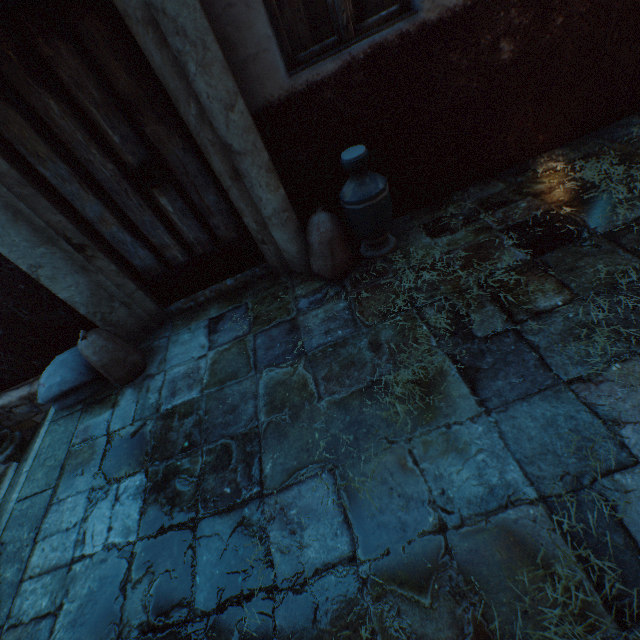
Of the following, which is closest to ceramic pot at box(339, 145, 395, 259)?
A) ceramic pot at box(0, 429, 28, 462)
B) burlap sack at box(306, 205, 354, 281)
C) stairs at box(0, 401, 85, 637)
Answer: burlap sack at box(306, 205, 354, 281)

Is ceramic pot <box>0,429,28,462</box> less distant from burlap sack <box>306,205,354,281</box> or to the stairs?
the stairs

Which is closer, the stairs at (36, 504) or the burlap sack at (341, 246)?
the stairs at (36, 504)

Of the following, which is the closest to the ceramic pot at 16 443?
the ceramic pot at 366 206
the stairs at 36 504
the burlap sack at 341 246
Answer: the stairs at 36 504

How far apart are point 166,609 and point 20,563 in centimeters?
137cm

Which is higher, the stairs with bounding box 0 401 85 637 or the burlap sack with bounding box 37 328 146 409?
the burlap sack with bounding box 37 328 146 409

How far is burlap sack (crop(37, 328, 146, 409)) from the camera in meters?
2.8
